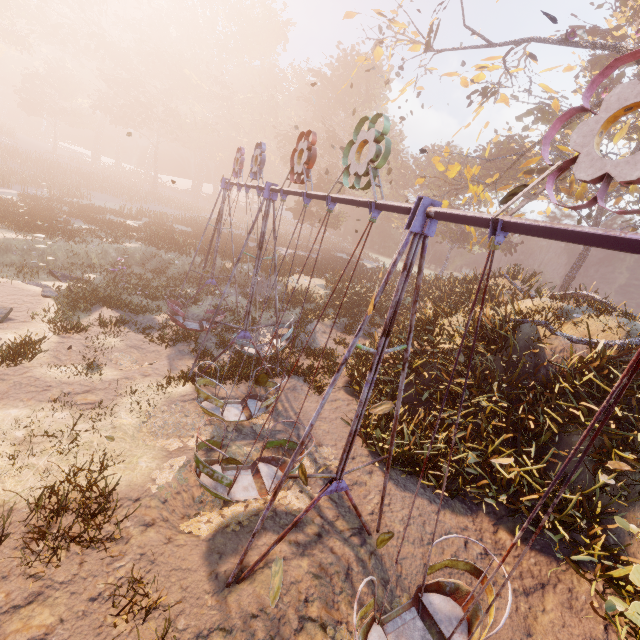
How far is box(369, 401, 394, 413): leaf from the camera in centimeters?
445cm

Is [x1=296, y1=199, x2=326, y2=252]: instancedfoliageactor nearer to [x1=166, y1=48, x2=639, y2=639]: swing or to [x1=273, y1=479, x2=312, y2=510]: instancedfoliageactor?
[x1=166, y1=48, x2=639, y2=639]: swing

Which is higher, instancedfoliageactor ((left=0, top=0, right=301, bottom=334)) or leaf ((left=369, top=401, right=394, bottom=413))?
instancedfoliageactor ((left=0, top=0, right=301, bottom=334))

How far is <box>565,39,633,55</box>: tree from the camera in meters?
11.2 m

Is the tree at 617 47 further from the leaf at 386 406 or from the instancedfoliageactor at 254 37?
the instancedfoliageactor at 254 37

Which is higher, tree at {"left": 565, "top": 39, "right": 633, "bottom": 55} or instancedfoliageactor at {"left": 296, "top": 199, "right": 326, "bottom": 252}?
tree at {"left": 565, "top": 39, "right": 633, "bottom": 55}

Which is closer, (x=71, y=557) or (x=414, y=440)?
(x=71, y=557)

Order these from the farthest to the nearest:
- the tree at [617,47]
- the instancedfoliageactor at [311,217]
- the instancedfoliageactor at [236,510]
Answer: the instancedfoliageactor at [311,217], the tree at [617,47], the instancedfoliageactor at [236,510]
